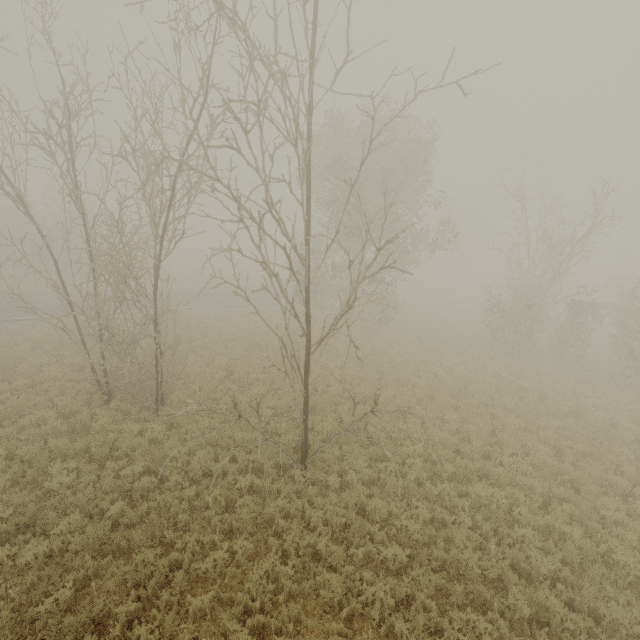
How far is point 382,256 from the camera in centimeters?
1773cm
